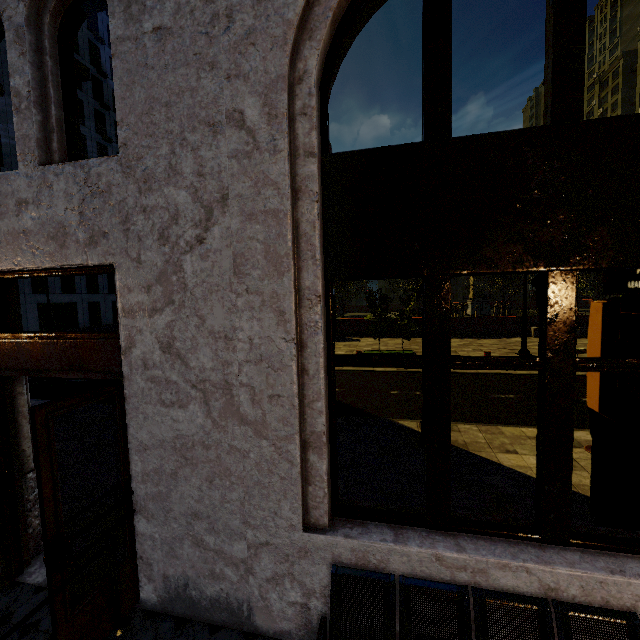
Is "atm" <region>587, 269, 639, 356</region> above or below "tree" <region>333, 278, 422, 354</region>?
below

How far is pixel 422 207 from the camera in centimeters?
241cm

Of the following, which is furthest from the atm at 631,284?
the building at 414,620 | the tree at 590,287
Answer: the tree at 590,287

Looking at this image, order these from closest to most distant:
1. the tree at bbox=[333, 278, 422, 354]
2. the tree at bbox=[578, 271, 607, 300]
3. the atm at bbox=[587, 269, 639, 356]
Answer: the atm at bbox=[587, 269, 639, 356] → the tree at bbox=[333, 278, 422, 354] → the tree at bbox=[578, 271, 607, 300]

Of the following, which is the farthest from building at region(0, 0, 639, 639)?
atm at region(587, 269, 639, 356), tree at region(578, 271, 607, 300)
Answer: tree at region(578, 271, 607, 300)

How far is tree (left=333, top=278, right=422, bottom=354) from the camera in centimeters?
1483cm

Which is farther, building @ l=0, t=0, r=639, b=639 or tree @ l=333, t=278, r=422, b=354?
tree @ l=333, t=278, r=422, b=354

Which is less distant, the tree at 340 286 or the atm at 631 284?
the atm at 631 284
